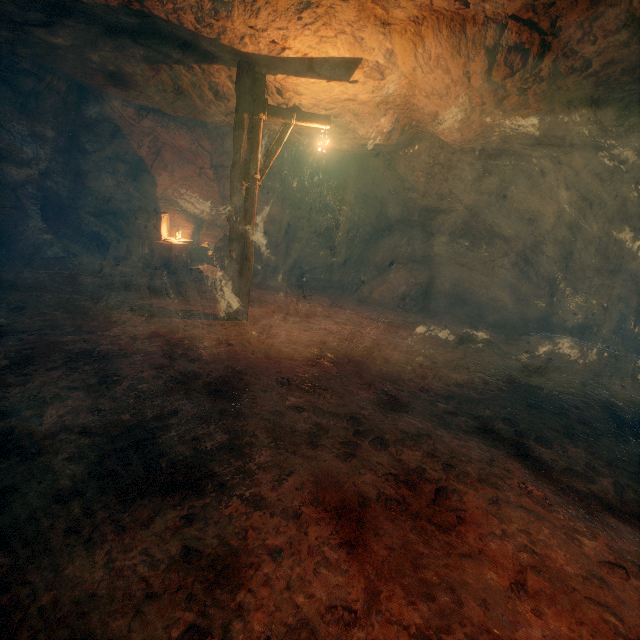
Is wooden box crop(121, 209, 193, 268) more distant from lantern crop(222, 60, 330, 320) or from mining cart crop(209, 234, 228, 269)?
lantern crop(222, 60, 330, 320)

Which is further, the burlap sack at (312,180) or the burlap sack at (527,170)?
the burlap sack at (312,180)

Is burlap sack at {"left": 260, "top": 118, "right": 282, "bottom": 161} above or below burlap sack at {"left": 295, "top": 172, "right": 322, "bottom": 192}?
above

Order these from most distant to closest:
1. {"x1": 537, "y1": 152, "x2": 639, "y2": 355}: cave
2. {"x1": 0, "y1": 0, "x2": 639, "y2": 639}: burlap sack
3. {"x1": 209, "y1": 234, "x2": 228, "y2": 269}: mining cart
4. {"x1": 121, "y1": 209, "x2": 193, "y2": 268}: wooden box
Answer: {"x1": 209, "y1": 234, "x2": 228, "y2": 269}: mining cart → {"x1": 121, "y1": 209, "x2": 193, "y2": 268}: wooden box → {"x1": 537, "y1": 152, "x2": 639, "y2": 355}: cave → {"x1": 0, "y1": 0, "x2": 639, "y2": 639}: burlap sack

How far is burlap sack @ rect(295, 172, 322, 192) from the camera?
13.5m

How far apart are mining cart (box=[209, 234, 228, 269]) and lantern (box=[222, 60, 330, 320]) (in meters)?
4.76

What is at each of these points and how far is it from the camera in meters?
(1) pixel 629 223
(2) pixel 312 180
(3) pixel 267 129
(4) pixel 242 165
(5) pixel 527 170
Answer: (1) cave, 9.3
(2) burlap sack, 13.7
(3) burlap sack, 8.5
(4) lantern, 6.0
(5) burlap sack, 9.2

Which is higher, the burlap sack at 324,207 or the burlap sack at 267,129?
the burlap sack at 267,129
